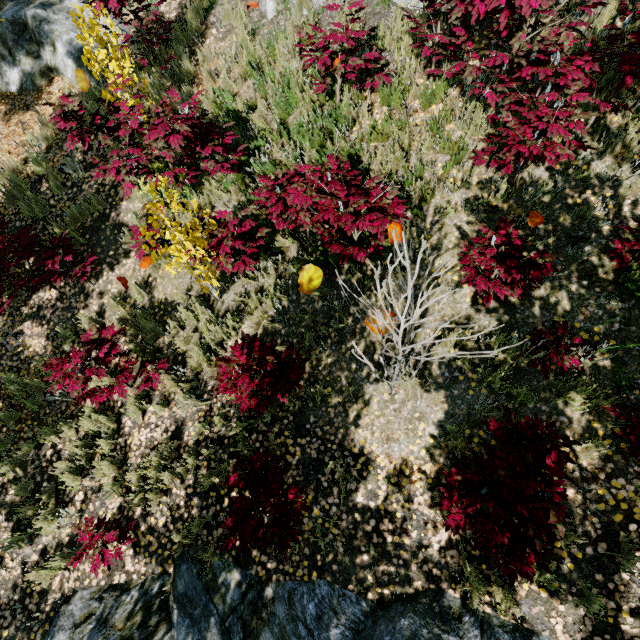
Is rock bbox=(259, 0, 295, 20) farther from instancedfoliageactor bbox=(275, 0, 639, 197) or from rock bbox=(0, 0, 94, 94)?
instancedfoliageactor bbox=(275, 0, 639, 197)

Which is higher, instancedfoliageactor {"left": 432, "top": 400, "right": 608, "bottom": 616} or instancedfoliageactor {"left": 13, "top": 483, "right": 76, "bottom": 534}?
instancedfoliageactor {"left": 432, "top": 400, "right": 608, "bottom": 616}

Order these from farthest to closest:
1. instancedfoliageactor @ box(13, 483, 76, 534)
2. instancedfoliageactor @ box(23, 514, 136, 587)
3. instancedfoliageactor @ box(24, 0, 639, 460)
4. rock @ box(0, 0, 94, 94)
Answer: rock @ box(0, 0, 94, 94)
instancedfoliageactor @ box(13, 483, 76, 534)
instancedfoliageactor @ box(23, 514, 136, 587)
instancedfoliageactor @ box(24, 0, 639, 460)

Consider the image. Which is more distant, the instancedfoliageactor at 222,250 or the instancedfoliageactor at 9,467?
the instancedfoliageactor at 9,467

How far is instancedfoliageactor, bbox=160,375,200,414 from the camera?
4.5 meters

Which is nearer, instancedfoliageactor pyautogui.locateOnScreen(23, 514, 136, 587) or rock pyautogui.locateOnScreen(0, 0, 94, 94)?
instancedfoliageactor pyautogui.locateOnScreen(23, 514, 136, 587)

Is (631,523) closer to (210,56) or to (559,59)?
(559,59)

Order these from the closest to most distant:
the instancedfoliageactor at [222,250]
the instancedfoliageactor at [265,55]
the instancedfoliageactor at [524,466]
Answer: the instancedfoliageactor at [524,466] < the instancedfoliageactor at [222,250] < the instancedfoliageactor at [265,55]
